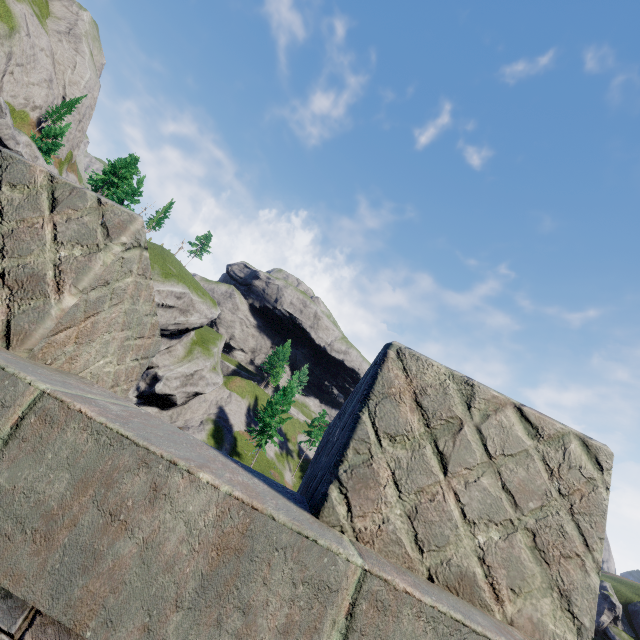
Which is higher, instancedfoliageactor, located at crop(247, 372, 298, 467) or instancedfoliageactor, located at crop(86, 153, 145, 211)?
instancedfoliageactor, located at crop(86, 153, 145, 211)

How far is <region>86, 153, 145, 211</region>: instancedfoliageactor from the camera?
43.0m

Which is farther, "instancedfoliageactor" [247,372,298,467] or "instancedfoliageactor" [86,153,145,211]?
"instancedfoliageactor" [247,372,298,467]

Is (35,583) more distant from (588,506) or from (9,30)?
(9,30)

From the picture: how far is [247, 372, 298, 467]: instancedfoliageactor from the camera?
46.06m

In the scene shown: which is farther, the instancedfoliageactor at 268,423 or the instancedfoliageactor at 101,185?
the instancedfoliageactor at 268,423

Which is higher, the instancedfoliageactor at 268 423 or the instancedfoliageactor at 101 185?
the instancedfoliageactor at 101 185
